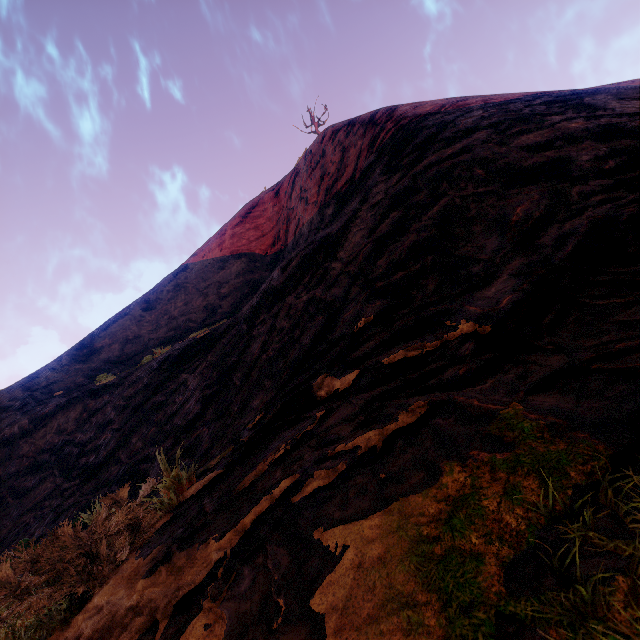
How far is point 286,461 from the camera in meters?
2.2
